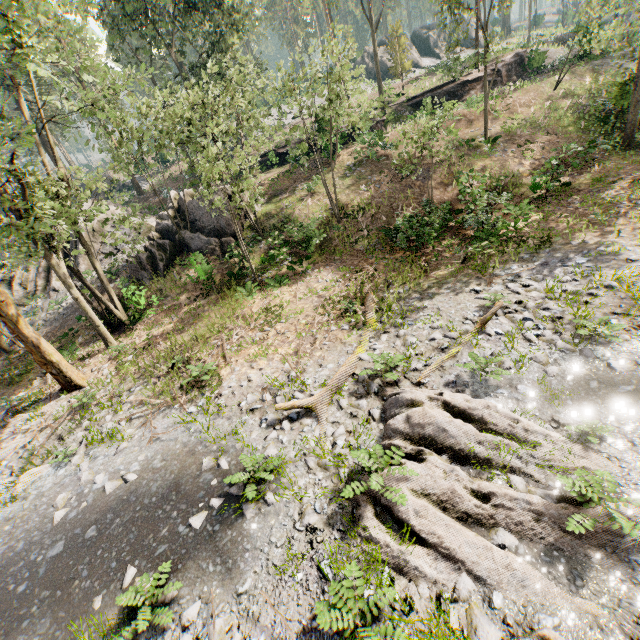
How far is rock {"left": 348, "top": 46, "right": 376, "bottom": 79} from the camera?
49.31m

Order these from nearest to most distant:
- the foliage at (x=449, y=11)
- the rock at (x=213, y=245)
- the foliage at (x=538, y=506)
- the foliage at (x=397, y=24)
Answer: the foliage at (x=538, y=506) → the foliage at (x=449, y=11) → the rock at (x=213, y=245) → the foliage at (x=397, y=24)

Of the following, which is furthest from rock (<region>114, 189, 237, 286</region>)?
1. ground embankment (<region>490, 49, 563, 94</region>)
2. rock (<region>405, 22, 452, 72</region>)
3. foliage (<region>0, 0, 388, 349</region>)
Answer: rock (<region>405, 22, 452, 72</region>)

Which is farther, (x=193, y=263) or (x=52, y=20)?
(x=193, y=263)

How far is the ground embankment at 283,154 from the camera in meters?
26.9

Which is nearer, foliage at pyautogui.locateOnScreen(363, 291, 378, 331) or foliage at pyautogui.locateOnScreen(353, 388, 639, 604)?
foliage at pyautogui.locateOnScreen(353, 388, 639, 604)

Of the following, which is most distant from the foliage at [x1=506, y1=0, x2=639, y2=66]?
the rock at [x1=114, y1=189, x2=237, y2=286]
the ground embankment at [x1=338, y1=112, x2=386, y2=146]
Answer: the rock at [x1=114, y1=189, x2=237, y2=286]
